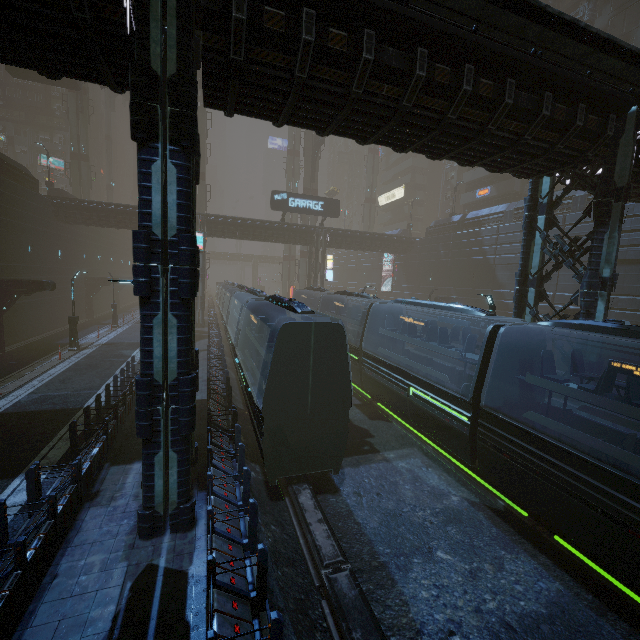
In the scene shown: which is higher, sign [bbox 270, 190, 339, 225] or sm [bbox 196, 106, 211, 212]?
sm [bbox 196, 106, 211, 212]

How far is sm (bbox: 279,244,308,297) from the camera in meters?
47.8 m

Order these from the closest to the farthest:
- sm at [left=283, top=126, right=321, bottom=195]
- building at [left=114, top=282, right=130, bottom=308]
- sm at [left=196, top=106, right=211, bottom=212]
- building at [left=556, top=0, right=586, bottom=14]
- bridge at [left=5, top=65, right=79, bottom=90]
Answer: bridge at [left=5, top=65, right=79, bottom=90]
building at [left=556, top=0, right=586, bottom=14]
sm at [left=196, top=106, right=211, bottom=212]
sm at [left=283, top=126, right=321, bottom=195]
building at [left=114, top=282, right=130, bottom=308]

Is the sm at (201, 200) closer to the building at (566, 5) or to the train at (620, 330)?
the building at (566, 5)

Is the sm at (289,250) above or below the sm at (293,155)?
below

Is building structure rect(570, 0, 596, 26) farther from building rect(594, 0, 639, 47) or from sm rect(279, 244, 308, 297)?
sm rect(279, 244, 308, 297)

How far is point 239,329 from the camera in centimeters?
2206cm

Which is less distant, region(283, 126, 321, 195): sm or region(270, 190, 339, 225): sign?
region(270, 190, 339, 225): sign
